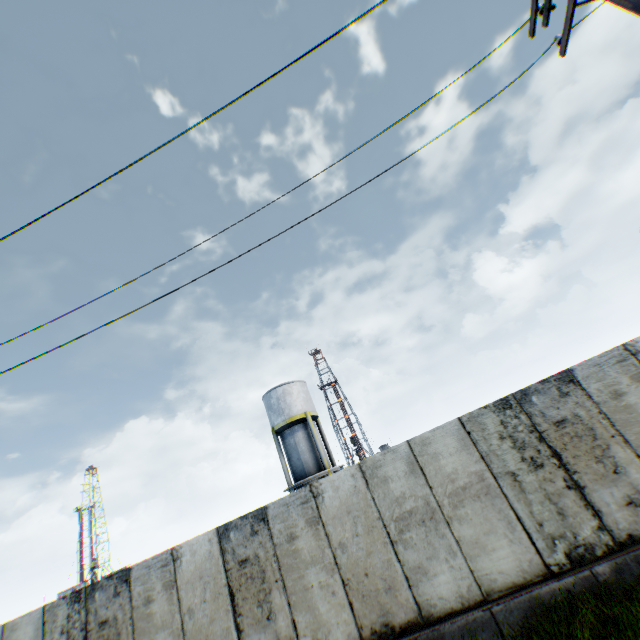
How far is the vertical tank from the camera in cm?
2442

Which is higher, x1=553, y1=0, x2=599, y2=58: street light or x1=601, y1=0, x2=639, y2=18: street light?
x1=553, y1=0, x2=599, y2=58: street light

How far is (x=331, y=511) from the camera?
7.0 meters

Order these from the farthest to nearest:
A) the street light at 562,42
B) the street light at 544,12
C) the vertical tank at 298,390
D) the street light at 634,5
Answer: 1. the vertical tank at 298,390
2. the street light at 544,12
3. the street light at 562,42
4. the street light at 634,5

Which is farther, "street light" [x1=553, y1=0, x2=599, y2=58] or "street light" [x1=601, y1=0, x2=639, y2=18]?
"street light" [x1=553, y1=0, x2=599, y2=58]

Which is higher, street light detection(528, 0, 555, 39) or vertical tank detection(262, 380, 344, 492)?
street light detection(528, 0, 555, 39)

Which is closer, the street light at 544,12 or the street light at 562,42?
the street light at 562,42

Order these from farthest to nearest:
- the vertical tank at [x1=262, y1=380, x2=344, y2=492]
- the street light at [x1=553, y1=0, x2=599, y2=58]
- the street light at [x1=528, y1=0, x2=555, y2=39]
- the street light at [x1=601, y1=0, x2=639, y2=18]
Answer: the vertical tank at [x1=262, y1=380, x2=344, y2=492] → the street light at [x1=528, y1=0, x2=555, y2=39] → the street light at [x1=553, y1=0, x2=599, y2=58] → the street light at [x1=601, y1=0, x2=639, y2=18]
